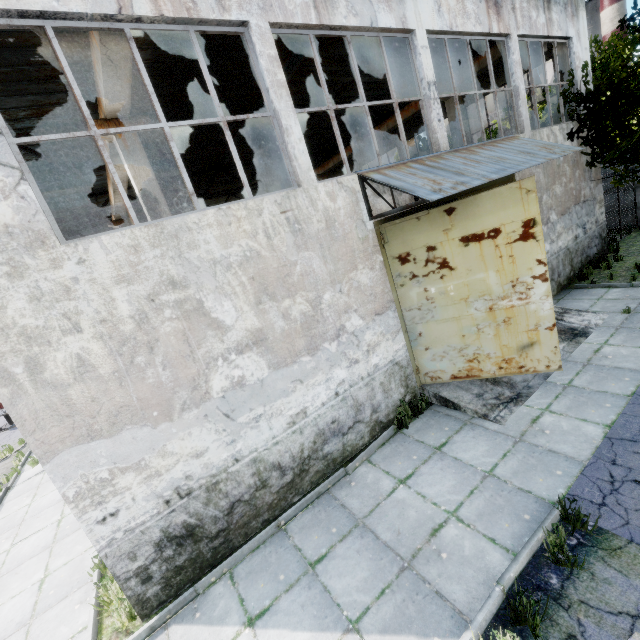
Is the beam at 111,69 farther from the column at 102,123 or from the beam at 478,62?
the beam at 478,62

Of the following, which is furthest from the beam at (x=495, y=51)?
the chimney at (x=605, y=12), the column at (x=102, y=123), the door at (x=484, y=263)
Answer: the chimney at (x=605, y=12)

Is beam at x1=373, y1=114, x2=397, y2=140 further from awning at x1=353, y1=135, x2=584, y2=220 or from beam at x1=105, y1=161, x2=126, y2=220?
beam at x1=105, y1=161, x2=126, y2=220

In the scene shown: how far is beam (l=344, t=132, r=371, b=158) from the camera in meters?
16.9

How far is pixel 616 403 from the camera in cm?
581

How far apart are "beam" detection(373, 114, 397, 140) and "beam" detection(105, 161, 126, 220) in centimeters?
1185cm

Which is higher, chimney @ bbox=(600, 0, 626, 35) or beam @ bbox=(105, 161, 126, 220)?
chimney @ bbox=(600, 0, 626, 35)

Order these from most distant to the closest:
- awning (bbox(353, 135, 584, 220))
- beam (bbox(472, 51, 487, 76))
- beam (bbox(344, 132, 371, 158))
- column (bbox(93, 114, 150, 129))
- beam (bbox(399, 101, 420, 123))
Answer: beam (bbox(344, 132, 371, 158))
beam (bbox(399, 101, 420, 123))
beam (bbox(472, 51, 487, 76))
column (bbox(93, 114, 150, 129))
awning (bbox(353, 135, 584, 220))
